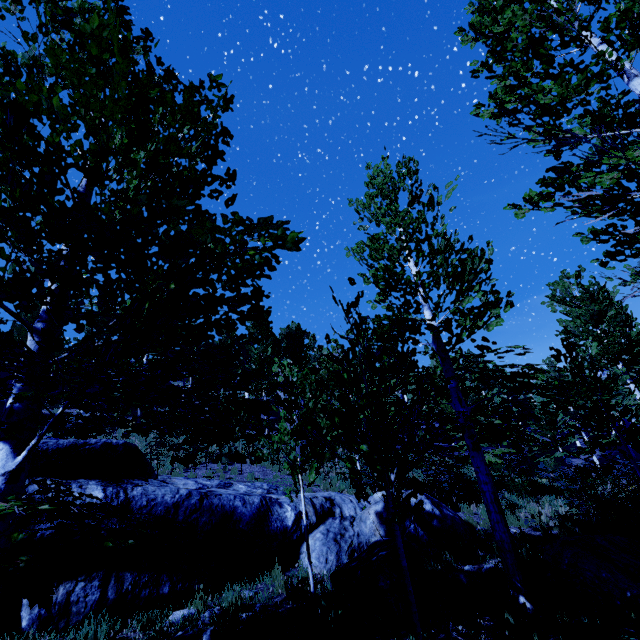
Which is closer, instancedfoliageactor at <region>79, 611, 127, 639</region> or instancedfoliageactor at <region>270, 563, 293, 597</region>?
instancedfoliageactor at <region>79, 611, 127, 639</region>

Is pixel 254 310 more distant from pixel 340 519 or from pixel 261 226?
pixel 340 519

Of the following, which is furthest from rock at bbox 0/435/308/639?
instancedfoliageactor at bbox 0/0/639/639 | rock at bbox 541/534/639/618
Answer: rock at bbox 541/534/639/618

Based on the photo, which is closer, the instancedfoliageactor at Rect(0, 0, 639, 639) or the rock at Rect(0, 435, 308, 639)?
the instancedfoliageactor at Rect(0, 0, 639, 639)

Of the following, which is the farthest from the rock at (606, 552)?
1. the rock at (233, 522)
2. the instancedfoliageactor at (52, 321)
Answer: the rock at (233, 522)

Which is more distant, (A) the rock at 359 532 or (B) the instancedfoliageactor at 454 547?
(B) the instancedfoliageactor at 454 547

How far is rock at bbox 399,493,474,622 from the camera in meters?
5.7 m

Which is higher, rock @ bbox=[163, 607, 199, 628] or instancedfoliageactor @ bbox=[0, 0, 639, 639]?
instancedfoliageactor @ bbox=[0, 0, 639, 639]
